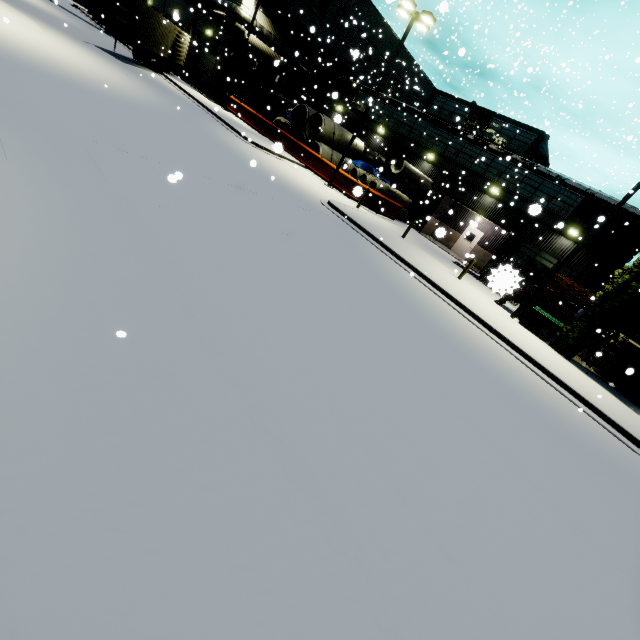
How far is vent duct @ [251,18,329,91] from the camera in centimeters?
2730cm

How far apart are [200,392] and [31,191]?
4.3m

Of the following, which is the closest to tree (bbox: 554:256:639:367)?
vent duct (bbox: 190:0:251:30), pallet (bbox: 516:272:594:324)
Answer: pallet (bbox: 516:272:594:324)

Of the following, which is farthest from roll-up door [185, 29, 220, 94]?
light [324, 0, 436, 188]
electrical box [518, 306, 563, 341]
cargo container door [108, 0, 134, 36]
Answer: light [324, 0, 436, 188]

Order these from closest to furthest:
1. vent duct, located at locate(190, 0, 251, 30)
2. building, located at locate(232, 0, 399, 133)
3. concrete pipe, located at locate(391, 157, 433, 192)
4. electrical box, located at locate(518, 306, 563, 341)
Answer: electrical box, located at locate(518, 306, 563, 341)
concrete pipe, located at locate(391, 157, 433, 192)
vent duct, located at locate(190, 0, 251, 30)
building, located at locate(232, 0, 399, 133)

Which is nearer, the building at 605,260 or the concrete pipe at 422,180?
the building at 605,260

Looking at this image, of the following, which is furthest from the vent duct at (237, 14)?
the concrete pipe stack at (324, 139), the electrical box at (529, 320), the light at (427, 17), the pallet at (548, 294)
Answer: the electrical box at (529, 320)

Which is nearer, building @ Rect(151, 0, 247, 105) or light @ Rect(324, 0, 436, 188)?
light @ Rect(324, 0, 436, 188)
